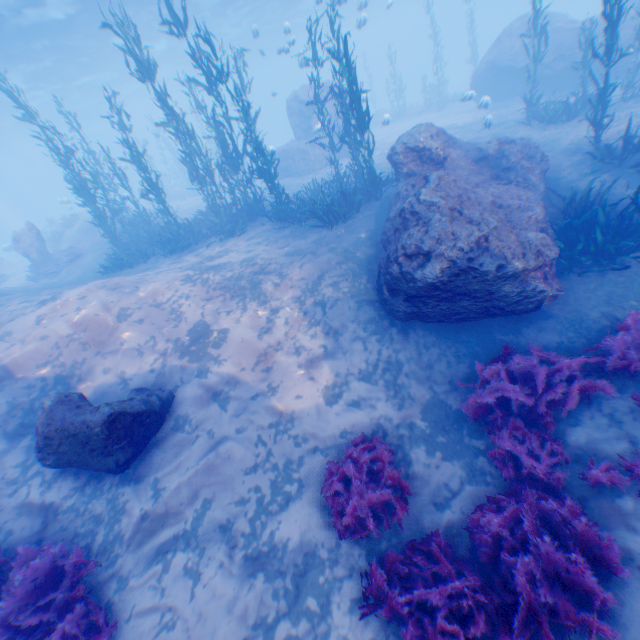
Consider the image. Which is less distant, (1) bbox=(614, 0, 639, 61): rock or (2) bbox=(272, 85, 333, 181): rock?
(1) bbox=(614, 0, 639, 61): rock

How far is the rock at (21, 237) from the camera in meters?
18.0

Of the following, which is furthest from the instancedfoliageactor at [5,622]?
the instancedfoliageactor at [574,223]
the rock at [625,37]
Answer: the instancedfoliageactor at [574,223]

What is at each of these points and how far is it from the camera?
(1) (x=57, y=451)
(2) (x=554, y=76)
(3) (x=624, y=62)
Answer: (1) rock, 5.1m
(2) rock, 16.1m
(3) rock, 14.2m

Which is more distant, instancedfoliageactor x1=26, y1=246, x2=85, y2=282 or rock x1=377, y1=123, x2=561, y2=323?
instancedfoliageactor x1=26, y1=246, x2=85, y2=282

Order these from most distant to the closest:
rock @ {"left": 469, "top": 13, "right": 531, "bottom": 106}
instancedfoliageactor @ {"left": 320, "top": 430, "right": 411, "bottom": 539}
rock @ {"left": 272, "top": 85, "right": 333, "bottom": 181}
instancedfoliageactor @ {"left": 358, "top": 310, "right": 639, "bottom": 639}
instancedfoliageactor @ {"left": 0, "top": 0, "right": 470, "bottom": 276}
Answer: rock @ {"left": 272, "top": 85, "right": 333, "bottom": 181} < rock @ {"left": 469, "top": 13, "right": 531, "bottom": 106} < instancedfoliageactor @ {"left": 0, "top": 0, "right": 470, "bottom": 276} < instancedfoliageactor @ {"left": 320, "top": 430, "right": 411, "bottom": 539} < instancedfoliageactor @ {"left": 358, "top": 310, "right": 639, "bottom": 639}

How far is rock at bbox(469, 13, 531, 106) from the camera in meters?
17.1

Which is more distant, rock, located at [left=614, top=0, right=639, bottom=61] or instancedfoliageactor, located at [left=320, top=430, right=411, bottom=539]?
rock, located at [left=614, top=0, right=639, bottom=61]
